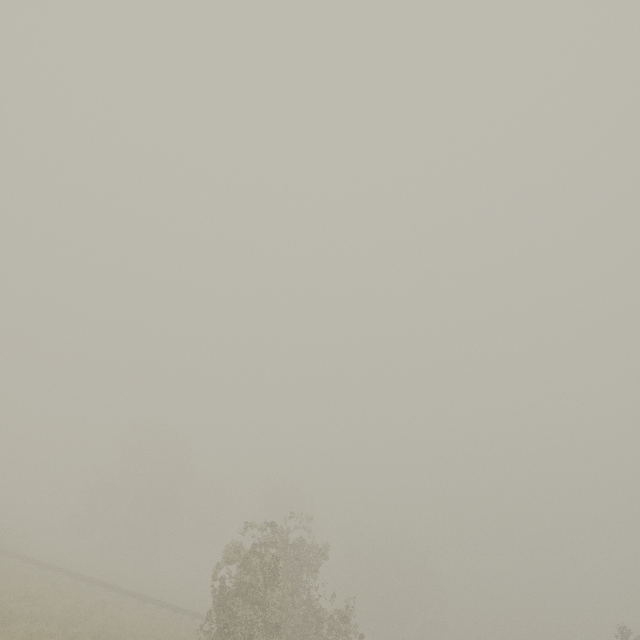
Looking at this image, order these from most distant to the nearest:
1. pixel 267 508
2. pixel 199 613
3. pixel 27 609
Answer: pixel 267 508
pixel 199 613
pixel 27 609
